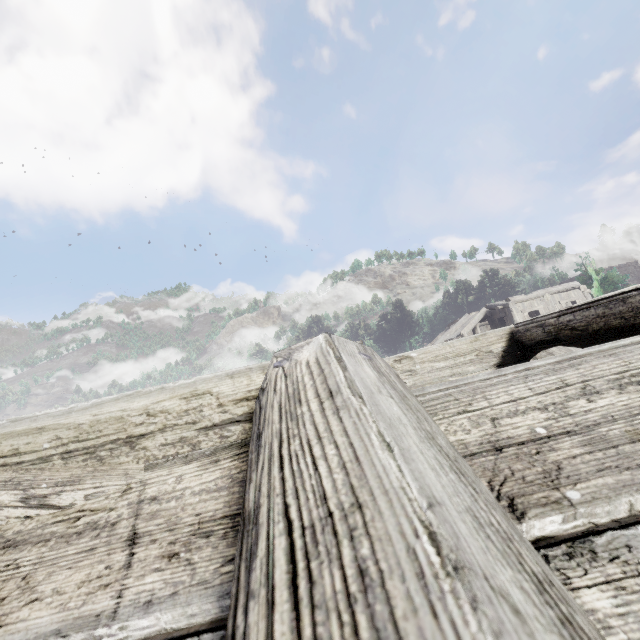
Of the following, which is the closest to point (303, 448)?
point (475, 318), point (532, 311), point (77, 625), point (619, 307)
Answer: point (77, 625)
